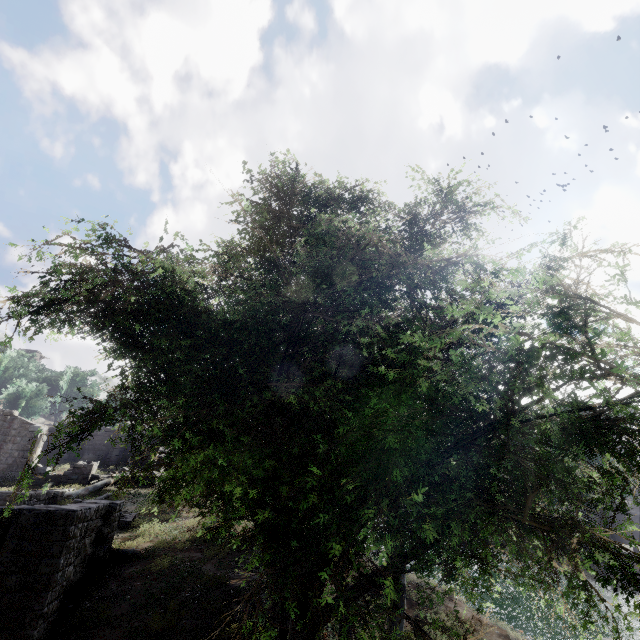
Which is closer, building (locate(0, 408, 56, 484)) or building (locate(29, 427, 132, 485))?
building (locate(0, 408, 56, 484))

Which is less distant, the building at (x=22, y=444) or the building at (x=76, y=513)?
the building at (x=76, y=513)

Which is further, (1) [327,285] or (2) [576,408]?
(1) [327,285]

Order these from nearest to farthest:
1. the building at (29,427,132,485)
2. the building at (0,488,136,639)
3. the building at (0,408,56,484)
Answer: the building at (0,488,136,639)
the building at (0,408,56,484)
the building at (29,427,132,485)

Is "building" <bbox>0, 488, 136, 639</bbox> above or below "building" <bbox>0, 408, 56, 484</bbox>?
below

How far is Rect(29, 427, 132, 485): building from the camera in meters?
23.9

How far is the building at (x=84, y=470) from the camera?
23.91m
